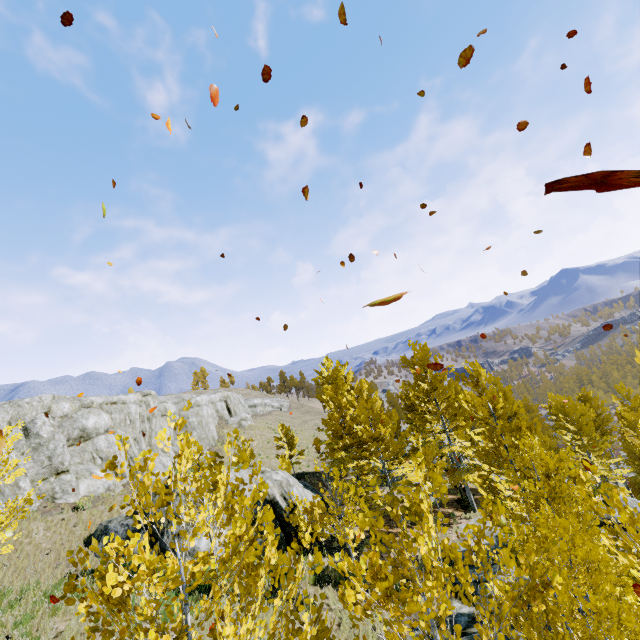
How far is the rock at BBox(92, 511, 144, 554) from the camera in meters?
13.7

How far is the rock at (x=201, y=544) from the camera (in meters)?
12.96

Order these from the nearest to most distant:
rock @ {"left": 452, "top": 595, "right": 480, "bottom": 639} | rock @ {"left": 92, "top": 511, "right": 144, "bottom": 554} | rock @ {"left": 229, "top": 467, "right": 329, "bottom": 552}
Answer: rock @ {"left": 452, "top": 595, "right": 480, "bottom": 639} → rock @ {"left": 92, "top": 511, "right": 144, "bottom": 554} → rock @ {"left": 229, "top": 467, "right": 329, "bottom": 552}

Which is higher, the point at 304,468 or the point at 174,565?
the point at 174,565

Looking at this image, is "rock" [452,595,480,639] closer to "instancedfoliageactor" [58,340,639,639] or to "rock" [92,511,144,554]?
"instancedfoliageactor" [58,340,639,639]

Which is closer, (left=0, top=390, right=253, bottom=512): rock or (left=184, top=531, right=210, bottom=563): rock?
(left=184, top=531, right=210, bottom=563): rock
